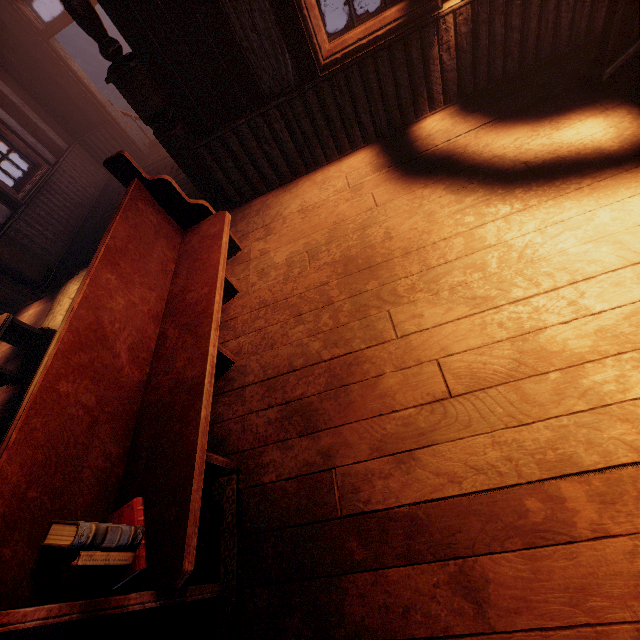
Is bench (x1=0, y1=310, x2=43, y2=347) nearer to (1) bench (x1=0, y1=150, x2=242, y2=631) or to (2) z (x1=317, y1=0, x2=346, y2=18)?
(1) bench (x1=0, y1=150, x2=242, y2=631)

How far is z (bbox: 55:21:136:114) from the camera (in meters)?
21.38

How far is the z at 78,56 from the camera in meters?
21.4

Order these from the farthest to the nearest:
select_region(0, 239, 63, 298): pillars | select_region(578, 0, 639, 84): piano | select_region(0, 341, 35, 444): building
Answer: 1. select_region(0, 239, 63, 298): pillars
2. select_region(0, 341, 35, 444): building
3. select_region(578, 0, 639, 84): piano

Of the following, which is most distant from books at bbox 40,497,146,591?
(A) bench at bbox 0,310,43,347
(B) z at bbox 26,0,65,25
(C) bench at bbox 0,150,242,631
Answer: (B) z at bbox 26,0,65,25

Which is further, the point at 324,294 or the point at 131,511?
the point at 324,294

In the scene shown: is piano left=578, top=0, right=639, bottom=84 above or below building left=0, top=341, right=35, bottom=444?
above

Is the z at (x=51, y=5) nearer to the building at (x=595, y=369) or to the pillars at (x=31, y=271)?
the building at (x=595, y=369)
